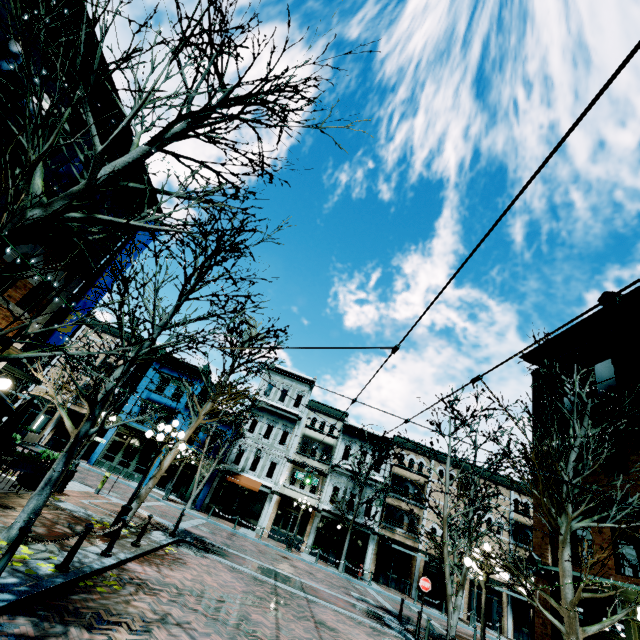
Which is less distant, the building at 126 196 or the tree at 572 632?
the tree at 572 632

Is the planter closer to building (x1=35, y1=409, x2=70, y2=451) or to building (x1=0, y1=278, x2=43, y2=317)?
building (x1=0, y1=278, x2=43, y2=317)

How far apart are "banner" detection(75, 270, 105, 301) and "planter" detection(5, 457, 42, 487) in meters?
3.9 m

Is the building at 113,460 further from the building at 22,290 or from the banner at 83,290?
the banner at 83,290

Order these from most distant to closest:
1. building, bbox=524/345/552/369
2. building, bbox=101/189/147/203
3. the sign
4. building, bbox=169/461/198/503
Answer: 1. building, bbox=169/461/198/503
2. building, bbox=524/345/552/369
3. the sign
4. building, bbox=101/189/147/203

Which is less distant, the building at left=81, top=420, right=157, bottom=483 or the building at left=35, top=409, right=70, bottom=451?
the building at left=81, top=420, right=157, bottom=483

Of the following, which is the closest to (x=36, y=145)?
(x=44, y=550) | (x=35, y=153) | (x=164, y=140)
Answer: (x=35, y=153)
